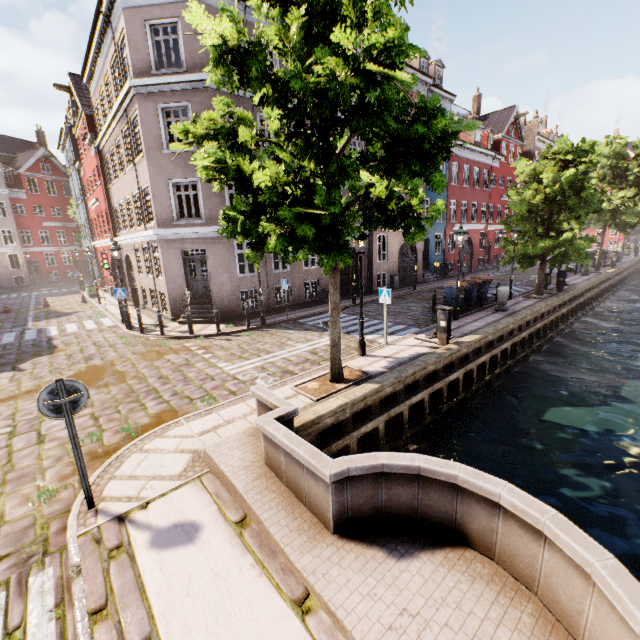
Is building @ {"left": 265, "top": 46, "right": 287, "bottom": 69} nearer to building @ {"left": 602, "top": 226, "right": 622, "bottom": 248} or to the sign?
building @ {"left": 602, "top": 226, "right": 622, "bottom": 248}

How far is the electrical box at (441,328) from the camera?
10.39m

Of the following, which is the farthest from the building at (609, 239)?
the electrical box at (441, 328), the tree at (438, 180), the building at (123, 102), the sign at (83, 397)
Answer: the sign at (83, 397)

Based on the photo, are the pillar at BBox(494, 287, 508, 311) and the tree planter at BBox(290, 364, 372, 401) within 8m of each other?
no

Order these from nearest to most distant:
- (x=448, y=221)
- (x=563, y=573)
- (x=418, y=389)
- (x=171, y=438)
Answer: (x=563, y=573)
(x=171, y=438)
(x=418, y=389)
(x=448, y=221)

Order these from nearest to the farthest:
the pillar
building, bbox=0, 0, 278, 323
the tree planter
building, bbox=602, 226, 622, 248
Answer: the tree planter, building, bbox=0, 0, 278, 323, the pillar, building, bbox=602, 226, 622, 248

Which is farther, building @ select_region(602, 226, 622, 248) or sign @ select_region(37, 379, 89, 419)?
building @ select_region(602, 226, 622, 248)

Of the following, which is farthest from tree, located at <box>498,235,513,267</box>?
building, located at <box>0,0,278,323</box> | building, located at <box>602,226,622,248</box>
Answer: building, located at <box>0,0,278,323</box>
